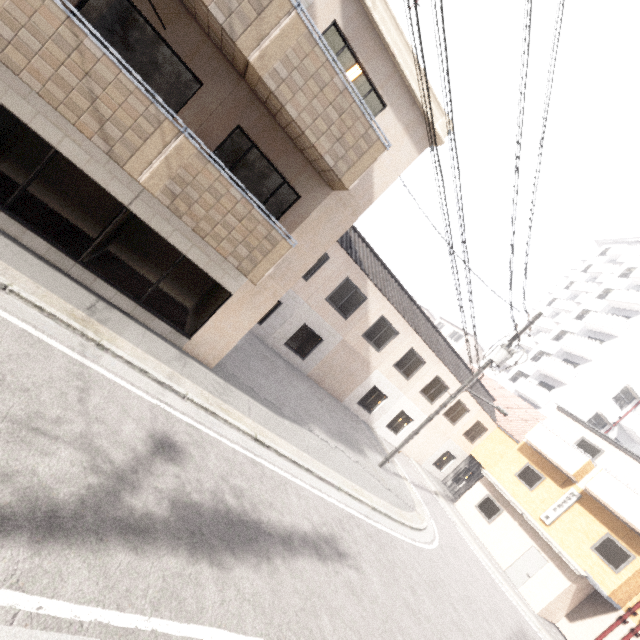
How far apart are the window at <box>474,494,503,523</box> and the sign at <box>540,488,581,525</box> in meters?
1.7 m

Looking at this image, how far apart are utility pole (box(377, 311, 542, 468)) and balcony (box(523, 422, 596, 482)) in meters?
8.4 m

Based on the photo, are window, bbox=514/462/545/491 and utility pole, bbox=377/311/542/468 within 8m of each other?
no

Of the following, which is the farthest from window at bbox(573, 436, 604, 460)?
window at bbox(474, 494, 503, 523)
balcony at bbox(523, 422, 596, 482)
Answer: window at bbox(474, 494, 503, 523)

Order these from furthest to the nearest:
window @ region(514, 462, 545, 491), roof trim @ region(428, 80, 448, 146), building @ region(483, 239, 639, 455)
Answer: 1. building @ region(483, 239, 639, 455)
2. window @ region(514, 462, 545, 491)
3. roof trim @ region(428, 80, 448, 146)

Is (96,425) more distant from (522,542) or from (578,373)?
(578,373)

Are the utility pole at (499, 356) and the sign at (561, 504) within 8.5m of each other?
no

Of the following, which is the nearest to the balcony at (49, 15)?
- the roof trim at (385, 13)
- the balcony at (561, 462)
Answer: the roof trim at (385, 13)
